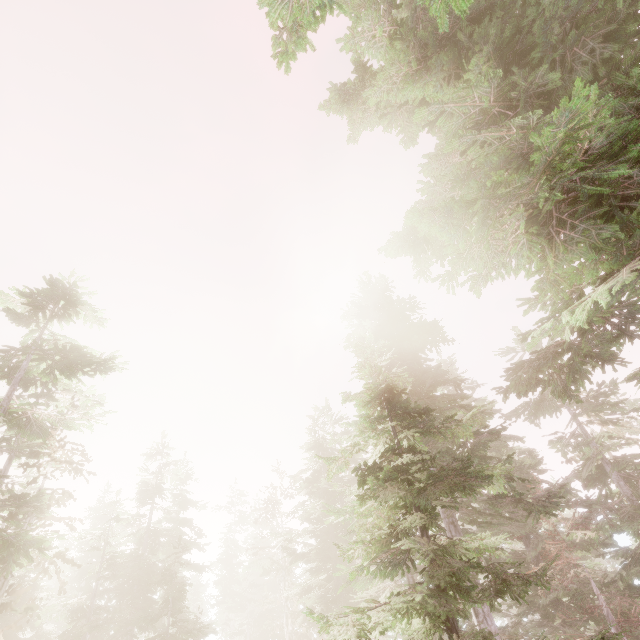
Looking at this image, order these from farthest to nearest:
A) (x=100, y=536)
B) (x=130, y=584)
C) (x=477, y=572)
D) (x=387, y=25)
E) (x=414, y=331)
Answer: (x=130, y=584) < (x=100, y=536) < (x=414, y=331) < (x=387, y=25) < (x=477, y=572)
